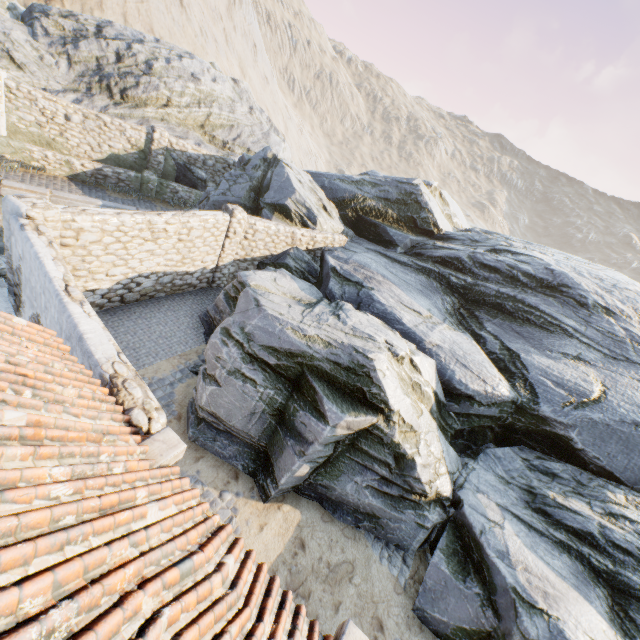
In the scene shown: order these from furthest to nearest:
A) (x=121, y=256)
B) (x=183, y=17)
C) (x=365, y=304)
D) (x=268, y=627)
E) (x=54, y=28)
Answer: (x=183, y=17), (x=54, y=28), (x=365, y=304), (x=121, y=256), (x=268, y=627)

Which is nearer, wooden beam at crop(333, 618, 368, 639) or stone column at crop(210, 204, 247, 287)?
wooden beam at crop(333, 618, 368, 639)

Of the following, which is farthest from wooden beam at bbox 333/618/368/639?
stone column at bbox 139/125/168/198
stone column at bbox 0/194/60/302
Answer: stone column at bbox 139/125/168/198

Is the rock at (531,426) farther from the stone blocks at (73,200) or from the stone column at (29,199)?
the stone column at (29,199)

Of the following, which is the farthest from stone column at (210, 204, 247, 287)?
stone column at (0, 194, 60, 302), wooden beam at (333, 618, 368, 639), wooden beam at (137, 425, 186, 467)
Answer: wooden beam at (333, 618, 368, 639)

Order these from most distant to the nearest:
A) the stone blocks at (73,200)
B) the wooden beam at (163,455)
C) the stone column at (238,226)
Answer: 1. the stone blocks at (73,200)
2. the stone column at (238,226)
3. the wooden beam at (163,455)

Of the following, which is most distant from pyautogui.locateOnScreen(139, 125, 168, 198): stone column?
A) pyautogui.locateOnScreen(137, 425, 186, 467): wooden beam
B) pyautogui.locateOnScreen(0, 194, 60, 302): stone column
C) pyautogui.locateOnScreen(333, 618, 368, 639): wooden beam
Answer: pyautogui.locateOnScreen(333, 618, 368, 639): wooden beam

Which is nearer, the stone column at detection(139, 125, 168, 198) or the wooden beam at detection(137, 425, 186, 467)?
the wooden beam at detection(137, 425, 186, 467)
